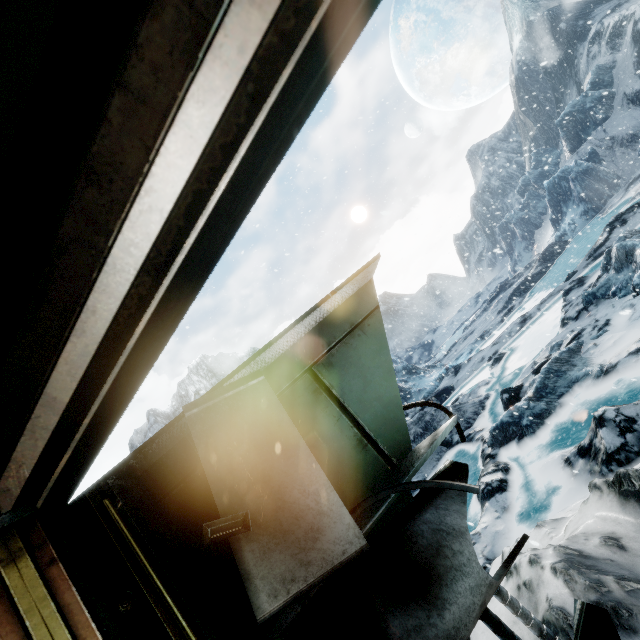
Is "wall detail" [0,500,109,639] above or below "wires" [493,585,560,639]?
above

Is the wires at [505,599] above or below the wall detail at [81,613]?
below

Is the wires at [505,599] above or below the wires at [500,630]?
below

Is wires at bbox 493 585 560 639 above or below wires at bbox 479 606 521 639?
below

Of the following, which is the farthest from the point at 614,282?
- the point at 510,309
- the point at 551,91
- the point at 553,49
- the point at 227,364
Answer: the point at 553,49
